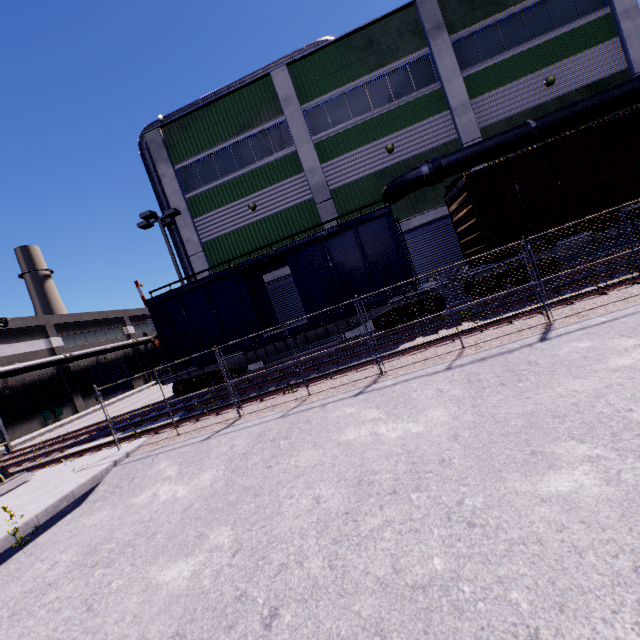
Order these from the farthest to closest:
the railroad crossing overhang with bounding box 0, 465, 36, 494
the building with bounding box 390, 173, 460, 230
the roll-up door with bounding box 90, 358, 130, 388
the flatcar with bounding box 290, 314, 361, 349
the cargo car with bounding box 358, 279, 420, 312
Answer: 1. the roll-up door with bounding box 90, 358, 130, 388
2. the building with bounding box 390, 173, 460, 230
3. the flatcar with bounding box 290, 314, 361, 349
4. the cargo car with bounding box 358, 279, 420, 312
5. the railroad crossing overhang with bounding box 0, 465, 36, 494

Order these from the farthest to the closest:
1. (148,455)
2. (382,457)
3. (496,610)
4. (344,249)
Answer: (344,249) → (148,455) → (382,457) → (496,610)

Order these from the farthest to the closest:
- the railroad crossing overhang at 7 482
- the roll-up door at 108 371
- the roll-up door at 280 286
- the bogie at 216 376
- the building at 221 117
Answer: the roll-up door at 108 371 → the roll-up door at 280 286 → the building at 221 117 → the bogie at 216 376 → the railroad crossing overhang at 7 482

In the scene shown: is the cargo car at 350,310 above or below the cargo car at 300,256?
below

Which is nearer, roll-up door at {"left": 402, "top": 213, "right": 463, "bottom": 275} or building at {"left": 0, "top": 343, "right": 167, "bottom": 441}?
roll-up door at {"left": 402, "top": 213, "right": 463, "bottom": 275}

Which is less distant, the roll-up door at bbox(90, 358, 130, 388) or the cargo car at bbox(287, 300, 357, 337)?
the cargo car at bbox(287, 300, 357, 337)

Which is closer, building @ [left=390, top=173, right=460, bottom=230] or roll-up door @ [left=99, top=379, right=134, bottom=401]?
building @ [left=390, top=173, right=460, bottom=230]

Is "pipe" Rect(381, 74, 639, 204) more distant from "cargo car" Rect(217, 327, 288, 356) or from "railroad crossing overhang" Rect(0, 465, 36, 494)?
"railroad crossing overhang" Rect(0, 465, 36, 494)
